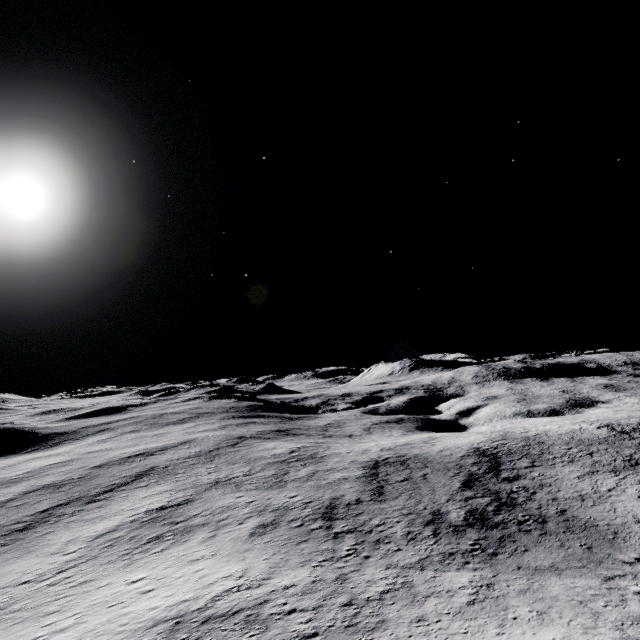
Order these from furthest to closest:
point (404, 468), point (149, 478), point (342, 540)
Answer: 1. point (149, 478)
2. point (404, 468)
3. point (342, 540)
